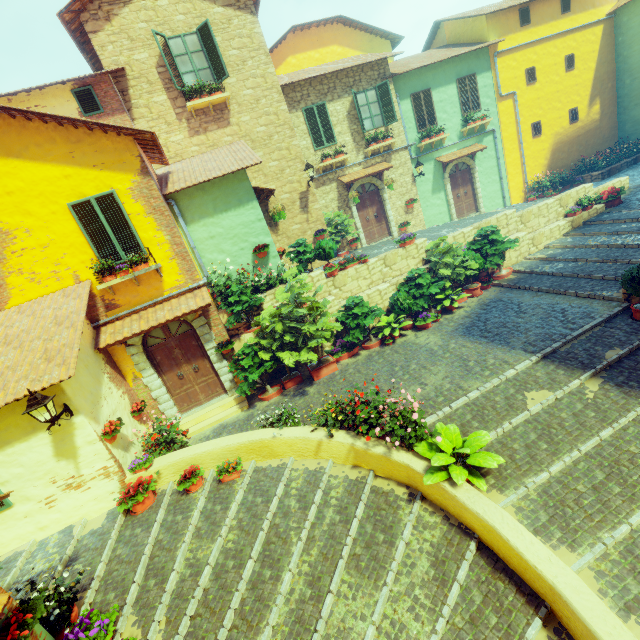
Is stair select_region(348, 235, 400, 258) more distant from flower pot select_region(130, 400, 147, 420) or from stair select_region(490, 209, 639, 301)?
flower pot select_region(130, 400, 147, 420)

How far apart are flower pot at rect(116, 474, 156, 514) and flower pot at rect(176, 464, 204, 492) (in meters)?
0.44

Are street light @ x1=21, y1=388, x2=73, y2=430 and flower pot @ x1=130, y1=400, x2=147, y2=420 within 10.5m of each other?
yes

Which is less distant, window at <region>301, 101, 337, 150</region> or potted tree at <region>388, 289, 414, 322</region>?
potted tree at <region>388, 289, 414, 322</region>

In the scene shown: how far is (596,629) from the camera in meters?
3.2

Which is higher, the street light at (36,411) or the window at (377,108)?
the window at (377,108)

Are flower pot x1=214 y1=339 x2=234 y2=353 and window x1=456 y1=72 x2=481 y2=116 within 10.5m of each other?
no

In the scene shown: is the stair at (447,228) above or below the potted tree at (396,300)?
above
